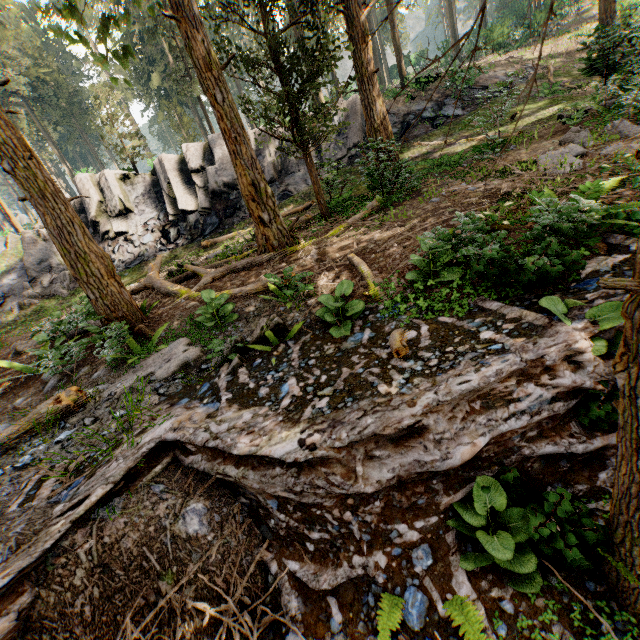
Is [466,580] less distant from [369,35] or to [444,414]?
[444,414]

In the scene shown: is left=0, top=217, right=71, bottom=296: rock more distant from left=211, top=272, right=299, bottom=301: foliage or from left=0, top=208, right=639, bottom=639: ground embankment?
left=0, top=208, right=639, bottom=639: ground embankment

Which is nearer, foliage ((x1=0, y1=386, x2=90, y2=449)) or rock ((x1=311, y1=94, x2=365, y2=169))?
foliage ((x1=0, y1=386, x2=90, y2=449))

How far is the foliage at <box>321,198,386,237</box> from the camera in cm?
950

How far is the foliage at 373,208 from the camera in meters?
9.5 m

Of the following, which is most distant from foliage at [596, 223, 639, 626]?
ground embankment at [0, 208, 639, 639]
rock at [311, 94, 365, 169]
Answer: rock at [311, 94, 365, 169]
